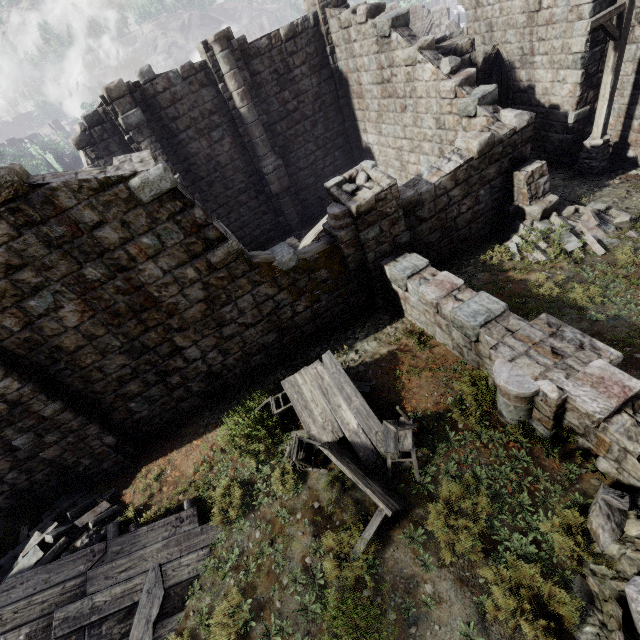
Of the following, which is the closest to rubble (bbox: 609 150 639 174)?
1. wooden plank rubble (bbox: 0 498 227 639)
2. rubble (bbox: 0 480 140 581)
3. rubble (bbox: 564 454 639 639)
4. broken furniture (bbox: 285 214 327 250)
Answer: broken furniture (bbox: 285 214 327 250)

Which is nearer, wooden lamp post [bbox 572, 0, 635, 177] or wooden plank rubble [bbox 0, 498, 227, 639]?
wooden plank rubble [bbox 0, 498, 227, 639]

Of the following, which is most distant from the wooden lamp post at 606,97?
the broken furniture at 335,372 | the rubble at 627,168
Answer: the broken furniture at 335,372

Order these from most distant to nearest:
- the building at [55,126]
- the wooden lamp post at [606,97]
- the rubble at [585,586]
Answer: the building at [55,126] < the wooden lamp post at [606,97] < the rubble at [585,586]

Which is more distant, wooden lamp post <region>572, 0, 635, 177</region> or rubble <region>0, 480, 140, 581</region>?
wooden lamp post <region>572, 0, 635, 177</region>

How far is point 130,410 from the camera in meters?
8.4 m

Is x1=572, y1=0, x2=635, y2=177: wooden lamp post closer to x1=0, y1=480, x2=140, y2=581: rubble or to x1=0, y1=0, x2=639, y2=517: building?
x1=0, y1=0, x2=639, y2=517: building

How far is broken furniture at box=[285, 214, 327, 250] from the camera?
14.05m
